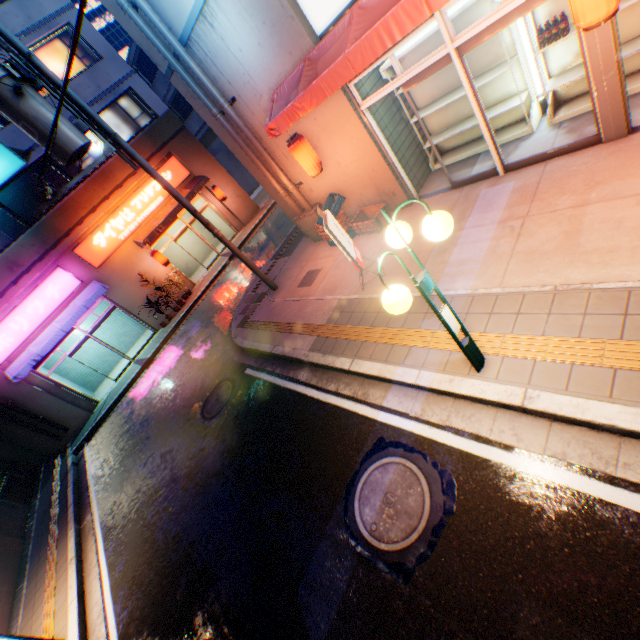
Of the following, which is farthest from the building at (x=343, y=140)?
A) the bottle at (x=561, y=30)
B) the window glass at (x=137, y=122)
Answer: the window glass at (x=137, y=122)

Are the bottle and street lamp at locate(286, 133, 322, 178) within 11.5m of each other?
yes

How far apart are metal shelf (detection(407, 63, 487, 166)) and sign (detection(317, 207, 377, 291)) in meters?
3.2 m

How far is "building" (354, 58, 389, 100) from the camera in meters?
6.7

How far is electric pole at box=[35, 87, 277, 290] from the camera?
6.65m

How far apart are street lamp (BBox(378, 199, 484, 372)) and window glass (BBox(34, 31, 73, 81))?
18.78m

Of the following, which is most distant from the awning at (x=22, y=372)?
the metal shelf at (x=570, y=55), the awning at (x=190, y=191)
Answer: the metal shelf at (x=570, y=55)

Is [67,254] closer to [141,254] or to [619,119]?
[141,254]
